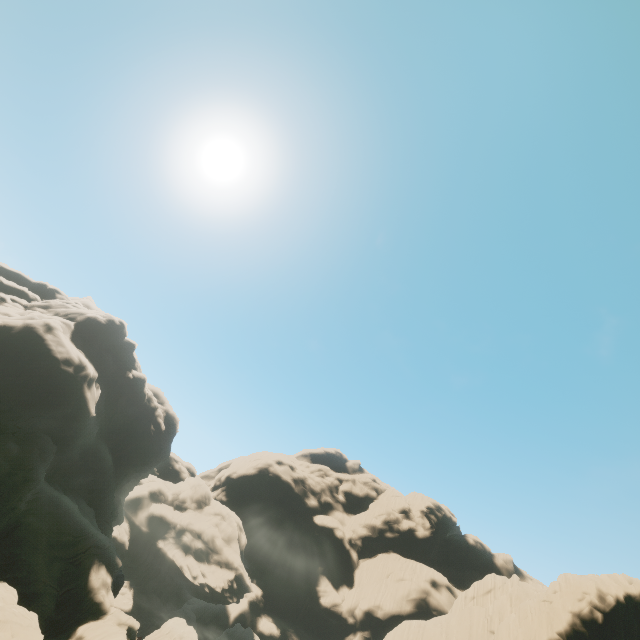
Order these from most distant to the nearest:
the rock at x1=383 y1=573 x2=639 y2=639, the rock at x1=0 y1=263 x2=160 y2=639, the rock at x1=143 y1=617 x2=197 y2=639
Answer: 1. the rock at x1=143 y1=617 x2=197 y2=639
2. the rock at x1=383 y1=573 x2=639 y2=639
3. the rock at x1=0 y1=263 x2=160 y2=639

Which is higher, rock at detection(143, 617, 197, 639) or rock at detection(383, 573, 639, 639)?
rock at detection(383, 573, 639, 639)

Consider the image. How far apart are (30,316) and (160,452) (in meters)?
32.78

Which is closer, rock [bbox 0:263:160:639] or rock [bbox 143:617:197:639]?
rock [bbox 0:263:160:639]

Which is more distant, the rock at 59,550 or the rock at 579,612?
the rock at 579,612
